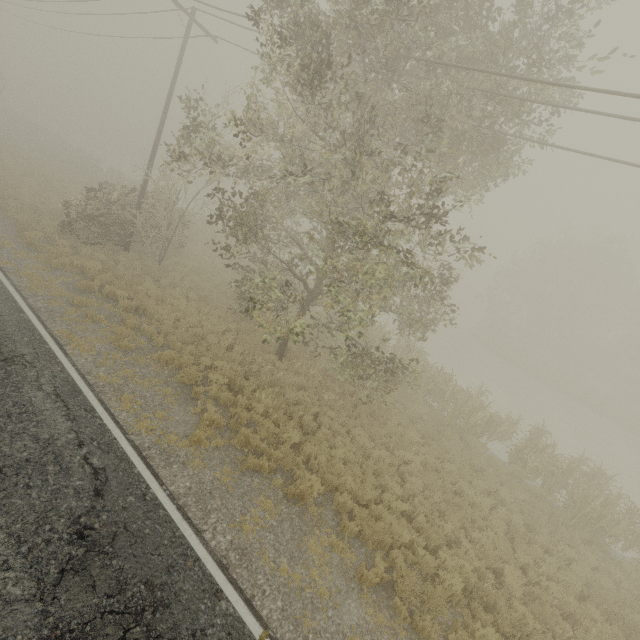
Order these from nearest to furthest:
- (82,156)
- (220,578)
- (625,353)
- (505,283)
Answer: (220,578) → (625,353) → (82,156) → (505,283)
